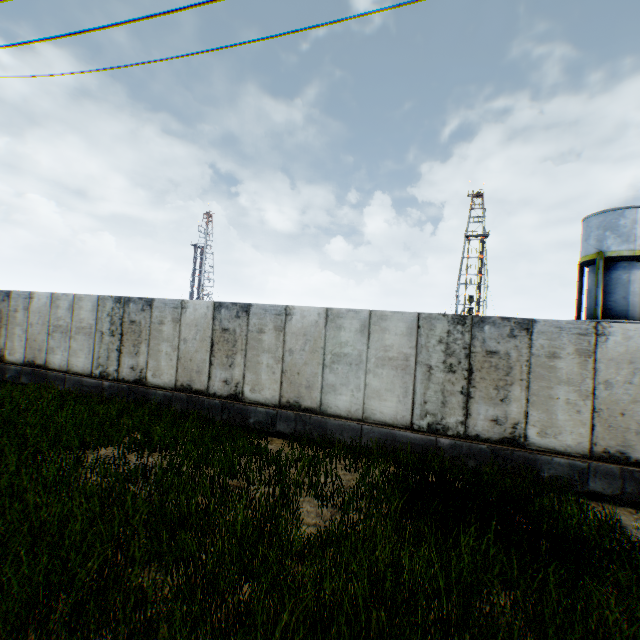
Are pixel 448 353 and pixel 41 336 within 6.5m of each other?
no
